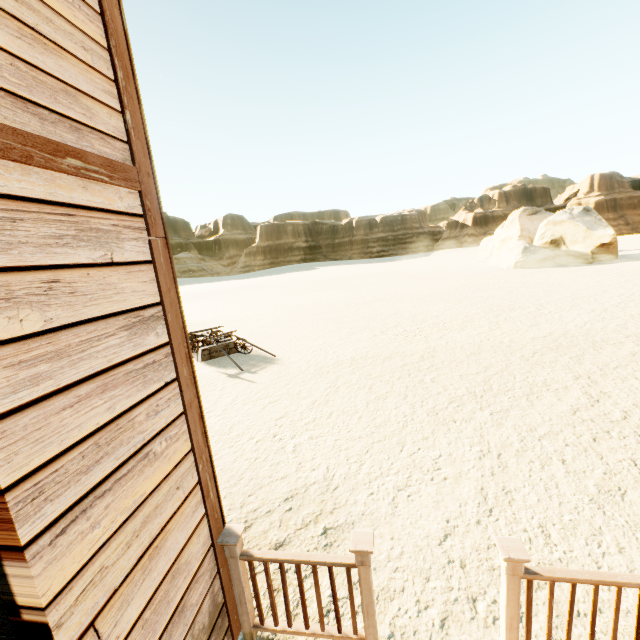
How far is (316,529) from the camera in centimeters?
370cm

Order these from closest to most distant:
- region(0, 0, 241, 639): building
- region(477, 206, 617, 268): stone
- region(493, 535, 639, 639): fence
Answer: region(0, 0, 241, 639): building < region(493, 535, 639, 639): fence < region(477, 206, 617, 268): stone

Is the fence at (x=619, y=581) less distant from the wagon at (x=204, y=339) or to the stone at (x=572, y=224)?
the wagon at (x=204, y=339)

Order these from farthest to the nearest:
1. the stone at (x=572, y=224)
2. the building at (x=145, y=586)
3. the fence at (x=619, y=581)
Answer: the stone at (x=572, y=224), the fence at (x=619, y=581), the building at (x=145, y=586)

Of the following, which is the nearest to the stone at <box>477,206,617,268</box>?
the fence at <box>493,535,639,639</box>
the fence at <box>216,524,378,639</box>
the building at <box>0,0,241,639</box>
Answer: the fence at <box>493,535,639,639</box>

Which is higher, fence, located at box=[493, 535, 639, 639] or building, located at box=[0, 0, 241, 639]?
building, located at box=[0, 0, 241, 639]

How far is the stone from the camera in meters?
26.1 m

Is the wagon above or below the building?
below
